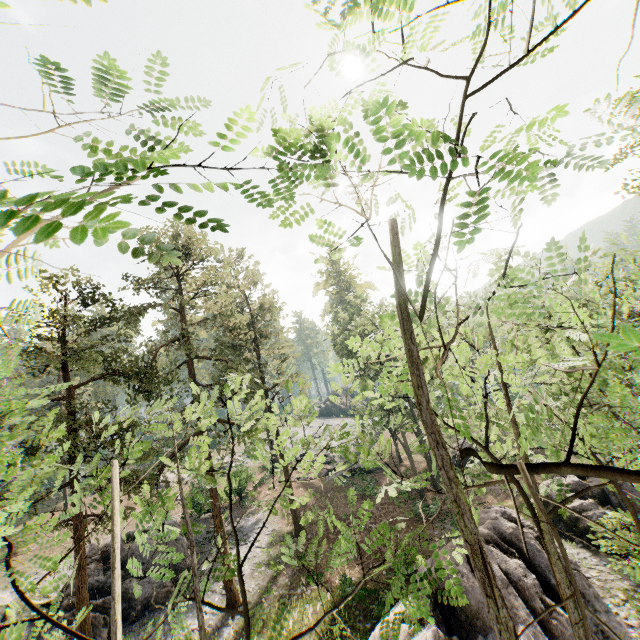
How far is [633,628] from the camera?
14.4m

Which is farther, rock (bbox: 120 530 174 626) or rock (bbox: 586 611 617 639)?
rock (bbox: 120 530 174 626)

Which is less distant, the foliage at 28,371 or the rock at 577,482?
the foliage at 28,371

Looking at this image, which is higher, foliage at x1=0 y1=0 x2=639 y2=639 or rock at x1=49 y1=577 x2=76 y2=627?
foliage at x1=0 y1=0 x2=639 y2=639

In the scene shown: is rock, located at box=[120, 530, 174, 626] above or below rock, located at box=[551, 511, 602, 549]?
above

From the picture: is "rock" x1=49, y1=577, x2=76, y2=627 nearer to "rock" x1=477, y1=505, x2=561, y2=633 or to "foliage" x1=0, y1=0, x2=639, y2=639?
"foliage" x1=0, y1=0, x2=639, y2=639

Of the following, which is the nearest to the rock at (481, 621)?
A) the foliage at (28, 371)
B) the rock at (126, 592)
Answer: the foliage at (28, 371)

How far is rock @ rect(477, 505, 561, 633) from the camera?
13.9 meters
